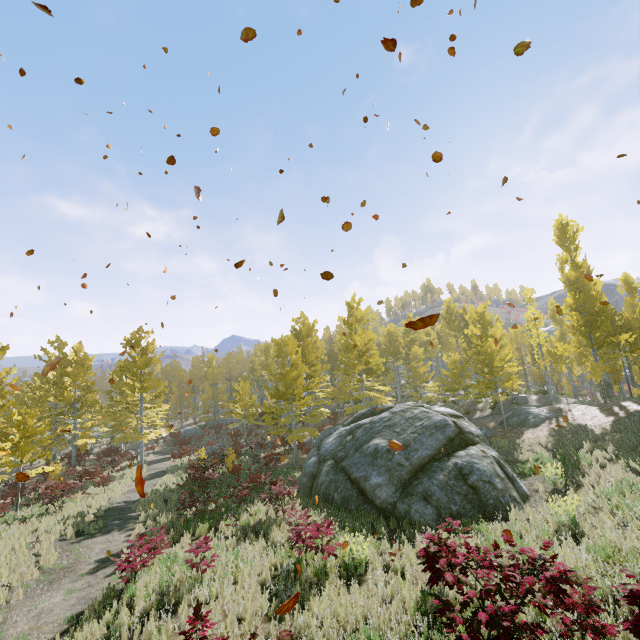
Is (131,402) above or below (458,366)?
below

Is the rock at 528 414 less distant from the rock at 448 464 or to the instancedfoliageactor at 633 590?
the instancedfoliageactor at 633 590

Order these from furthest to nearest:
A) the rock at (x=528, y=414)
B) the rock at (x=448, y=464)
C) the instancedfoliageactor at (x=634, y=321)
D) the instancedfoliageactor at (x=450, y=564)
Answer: the rock at (x=528, y=414) → the rock at (x=448, y=464) → the instancedfoliageactor at (x=634, y=321) → the instancedfoliageactor at (x=450, y=564)

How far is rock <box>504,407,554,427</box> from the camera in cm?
1930

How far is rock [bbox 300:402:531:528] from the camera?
10.3m

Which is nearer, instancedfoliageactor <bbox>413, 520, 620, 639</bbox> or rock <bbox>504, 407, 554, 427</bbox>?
instancedfoliageactor <bbox>413, 520, 620, 639</bbox>

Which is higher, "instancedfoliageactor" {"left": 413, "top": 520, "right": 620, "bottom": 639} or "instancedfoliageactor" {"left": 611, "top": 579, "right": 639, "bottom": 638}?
"instancedfoliageactor" {"left": 611, "top": 579, "right": 639, "bottom": 638}
